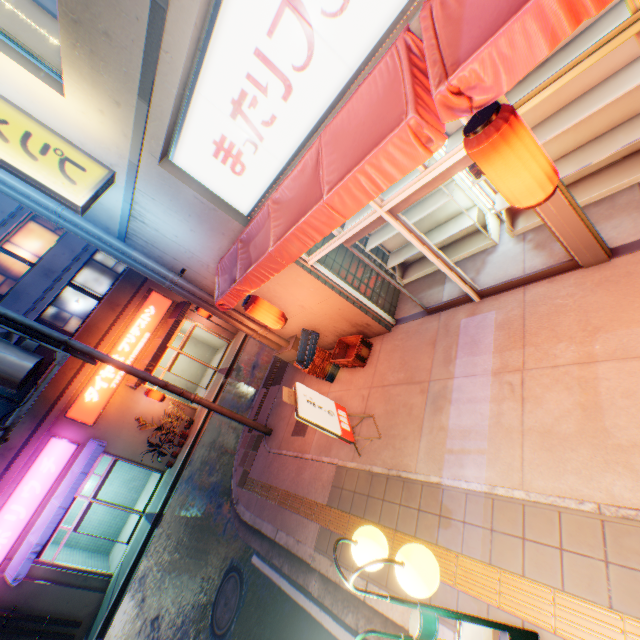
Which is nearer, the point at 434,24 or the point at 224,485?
the point at 434,24

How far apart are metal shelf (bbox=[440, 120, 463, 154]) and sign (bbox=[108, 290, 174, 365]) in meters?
16.2

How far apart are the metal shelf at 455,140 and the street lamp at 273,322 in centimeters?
418cm

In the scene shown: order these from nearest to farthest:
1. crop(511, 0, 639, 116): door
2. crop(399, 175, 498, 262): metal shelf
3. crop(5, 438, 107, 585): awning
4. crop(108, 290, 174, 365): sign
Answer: crop(511, 0, 639, 116): door
crop(399, 175, 498, 262): metal shelf
crop(5, 438, 107, 585): awning
crop(108, 290, 174, 365): sign

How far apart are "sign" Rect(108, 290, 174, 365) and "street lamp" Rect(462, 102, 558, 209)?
17.32m

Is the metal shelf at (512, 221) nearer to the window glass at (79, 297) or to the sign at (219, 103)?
the sign at (219, 103)

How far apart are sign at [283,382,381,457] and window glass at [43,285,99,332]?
14.9 meters

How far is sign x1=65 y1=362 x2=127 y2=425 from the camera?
14.4 meters
